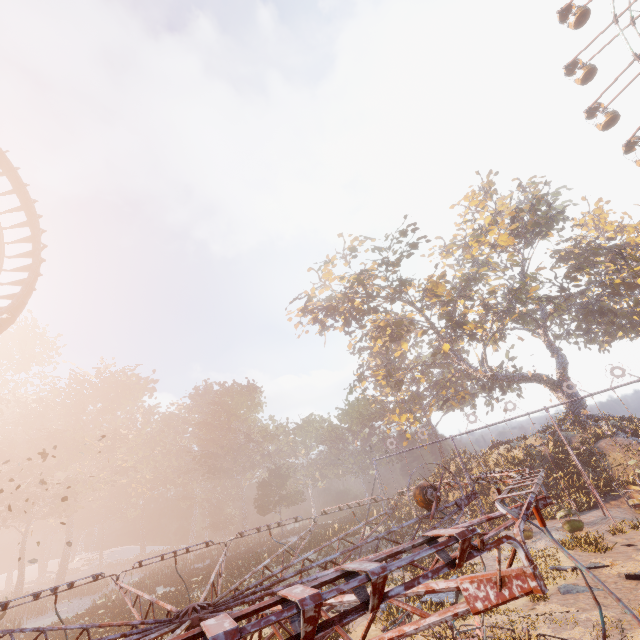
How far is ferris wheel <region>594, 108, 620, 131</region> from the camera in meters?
29.5 m

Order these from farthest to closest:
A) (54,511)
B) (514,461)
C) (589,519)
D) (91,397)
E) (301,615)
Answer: (91,397) → (54,511) → (514,461) → (589,519) → (301,615)

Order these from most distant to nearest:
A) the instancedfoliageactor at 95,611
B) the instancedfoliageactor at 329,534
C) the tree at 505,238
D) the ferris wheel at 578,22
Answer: the ferris wheel at 578,22
the tree at 505,238
the instancedfoliageactor at 329,534
the instancedfoliageactor at 95,611

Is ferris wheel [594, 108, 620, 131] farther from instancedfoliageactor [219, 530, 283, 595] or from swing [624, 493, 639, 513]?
instancedfoliageactor [219, 530, 283, 595]

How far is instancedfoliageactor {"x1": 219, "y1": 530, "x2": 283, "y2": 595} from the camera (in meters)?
22.62

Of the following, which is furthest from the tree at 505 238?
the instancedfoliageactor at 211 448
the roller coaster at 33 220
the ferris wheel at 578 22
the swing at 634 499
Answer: the roller coaster at 33 220

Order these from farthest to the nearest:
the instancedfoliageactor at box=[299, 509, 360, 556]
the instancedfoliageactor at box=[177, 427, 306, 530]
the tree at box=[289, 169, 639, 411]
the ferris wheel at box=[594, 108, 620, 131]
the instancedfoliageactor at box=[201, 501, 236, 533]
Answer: the instancedfoliageactor at box=[201, 501, 236, 533]
the instancedfoliageactor at box=[177, 427, 306, 530]
the ferris wheel at box=[594, 108, 620, 131]
the tree at box=[289, 169, 639, 411]
the instancedfoliageactor at box=[299, 509, 360, 556]

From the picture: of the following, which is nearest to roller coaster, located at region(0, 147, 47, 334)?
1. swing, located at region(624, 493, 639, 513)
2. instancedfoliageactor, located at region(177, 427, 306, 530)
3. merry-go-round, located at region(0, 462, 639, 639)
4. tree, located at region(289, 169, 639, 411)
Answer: merry-go-round, located at region(0, 462, 639, 639)
